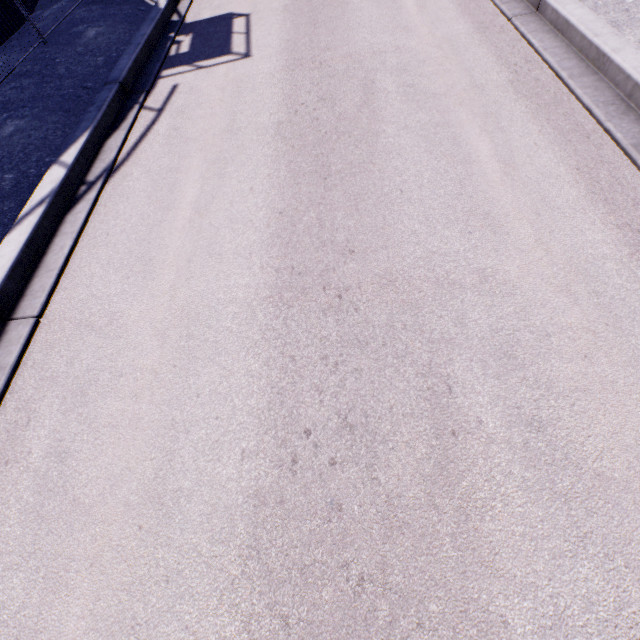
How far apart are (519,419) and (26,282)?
5.3m
